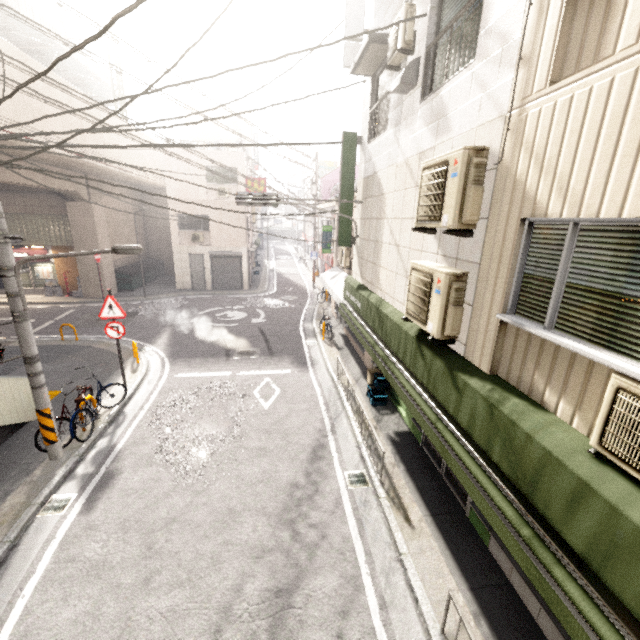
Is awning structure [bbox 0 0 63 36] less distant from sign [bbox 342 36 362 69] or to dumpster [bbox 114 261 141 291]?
dumpster [bbox 114 261 141 291]

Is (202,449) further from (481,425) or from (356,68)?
(356,68)

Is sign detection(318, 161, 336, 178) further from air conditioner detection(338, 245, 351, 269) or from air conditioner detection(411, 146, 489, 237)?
air conditioner detection(411, 146, 489, 237)

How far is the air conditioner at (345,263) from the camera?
13.1 meters

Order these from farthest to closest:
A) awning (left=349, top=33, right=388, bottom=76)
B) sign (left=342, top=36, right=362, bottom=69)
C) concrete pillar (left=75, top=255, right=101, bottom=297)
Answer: concrete pillar (left=75, top=255, right=101, bottom=297) → sign (left=342, top=36, right=362, bottom=69) → awning (left=349, top=33, right=388, bottom=76)

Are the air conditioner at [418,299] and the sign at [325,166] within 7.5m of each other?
no

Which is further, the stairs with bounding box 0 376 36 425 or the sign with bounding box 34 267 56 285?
the sign with bounding box 34 267 56 285

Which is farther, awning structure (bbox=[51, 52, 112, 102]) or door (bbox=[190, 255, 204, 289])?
door (bbox=[190, 255, 204, 289])
